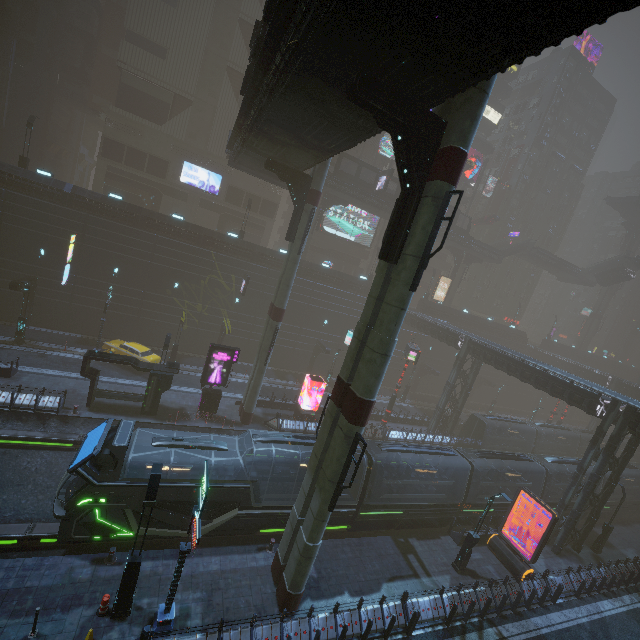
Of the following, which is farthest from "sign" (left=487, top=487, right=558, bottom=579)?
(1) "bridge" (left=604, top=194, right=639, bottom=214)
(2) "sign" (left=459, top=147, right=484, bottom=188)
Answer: (1) "bridge" (left=604, top=194, right=639, bottom=214)

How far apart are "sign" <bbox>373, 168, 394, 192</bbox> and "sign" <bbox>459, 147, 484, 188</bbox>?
19.3 meters

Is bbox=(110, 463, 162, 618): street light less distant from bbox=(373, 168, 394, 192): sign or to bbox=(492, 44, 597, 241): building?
bbox=(492, 44, 597, 241): building

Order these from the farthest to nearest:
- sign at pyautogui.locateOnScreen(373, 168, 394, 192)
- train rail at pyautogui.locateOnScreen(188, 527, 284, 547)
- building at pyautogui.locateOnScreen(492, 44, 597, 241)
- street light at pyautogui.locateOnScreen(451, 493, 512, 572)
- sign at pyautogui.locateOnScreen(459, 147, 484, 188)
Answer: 1. building at pyautogui.locateOnScreen(492, 44, 597, 241)
2. sign at pyautogui.locateOnScreen(459, 147, 484, 188)
3. sign at pyautogui.locateOnScreen(373, 168, 394, 192)
4. street light at pyautogui.locateOnScreen(451, 493, 512, 572)
5. train rail at pyautogui.locateOnScreen(188, 527, 284, 547)

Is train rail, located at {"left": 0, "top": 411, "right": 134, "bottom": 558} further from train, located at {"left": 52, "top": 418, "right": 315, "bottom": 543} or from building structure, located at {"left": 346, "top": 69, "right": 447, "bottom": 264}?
building structure, located at {"left": 346, "top": 69, "right": 447, "bottom": 264}

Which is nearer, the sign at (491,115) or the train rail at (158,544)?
the train rail at (158,544)

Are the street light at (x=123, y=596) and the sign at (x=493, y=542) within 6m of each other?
no

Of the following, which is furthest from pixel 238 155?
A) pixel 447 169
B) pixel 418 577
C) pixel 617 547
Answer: pixel 617 547
